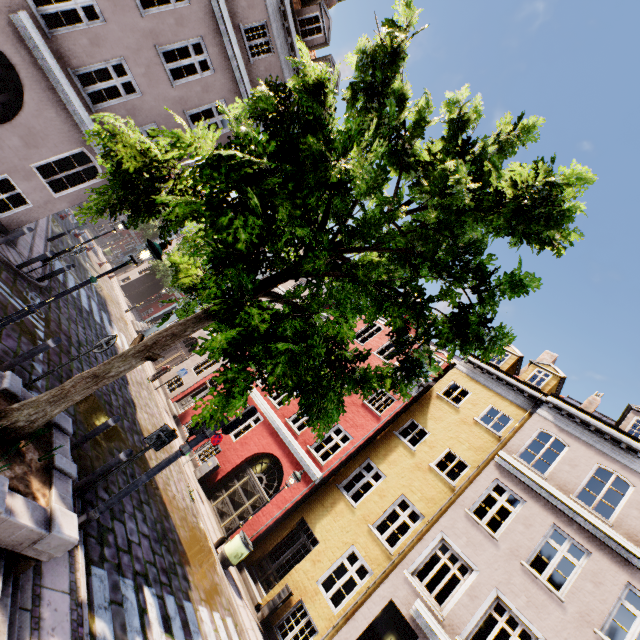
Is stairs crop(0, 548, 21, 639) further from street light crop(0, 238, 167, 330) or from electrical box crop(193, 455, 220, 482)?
electrical box crop(193, 455, 220, 482)

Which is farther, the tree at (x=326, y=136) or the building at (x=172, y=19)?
the building at (x=172, y=19)

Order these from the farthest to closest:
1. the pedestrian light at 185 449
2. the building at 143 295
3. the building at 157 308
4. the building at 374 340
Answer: the building at 143 295, the building at 157 308, the building at 374 340, the pedestrian light at 185 449

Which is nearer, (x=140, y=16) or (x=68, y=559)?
A: (x=68, y=559)

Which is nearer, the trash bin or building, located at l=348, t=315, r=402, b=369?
the trash bin

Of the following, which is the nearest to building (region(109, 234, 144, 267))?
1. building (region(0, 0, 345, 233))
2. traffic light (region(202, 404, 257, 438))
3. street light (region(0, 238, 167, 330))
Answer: traffic light (region(202, 404, 257, 438))

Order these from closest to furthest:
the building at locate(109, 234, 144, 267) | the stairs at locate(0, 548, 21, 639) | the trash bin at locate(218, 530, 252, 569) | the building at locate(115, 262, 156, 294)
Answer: the stairs at locate(0, 548, 21, 639)
the trash bin at locate(218, 530, 252, 569)
the building at locate(115, 262, 156, 294)
the building at locate(109, 234, 144, 267)

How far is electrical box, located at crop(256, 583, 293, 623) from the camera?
10.7 meters
